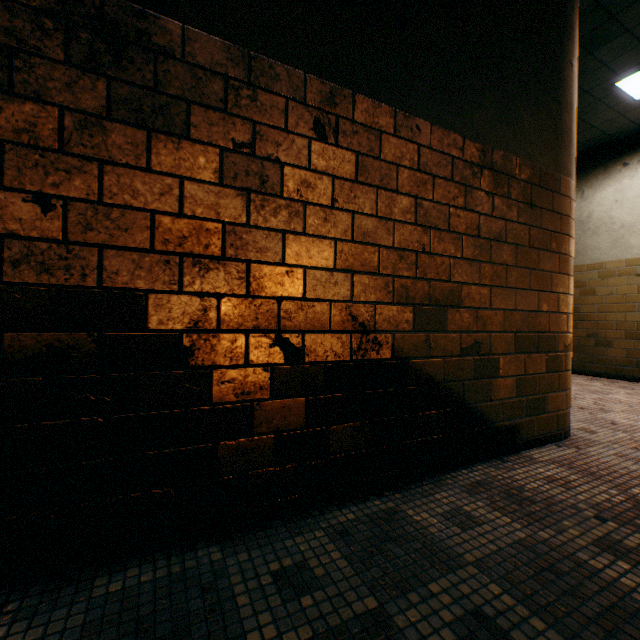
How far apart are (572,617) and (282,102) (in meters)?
2.11
